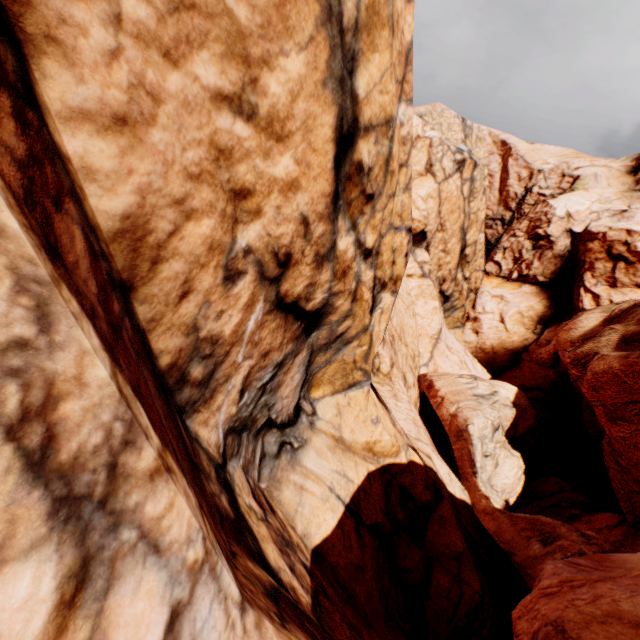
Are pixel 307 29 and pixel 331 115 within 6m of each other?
yes
